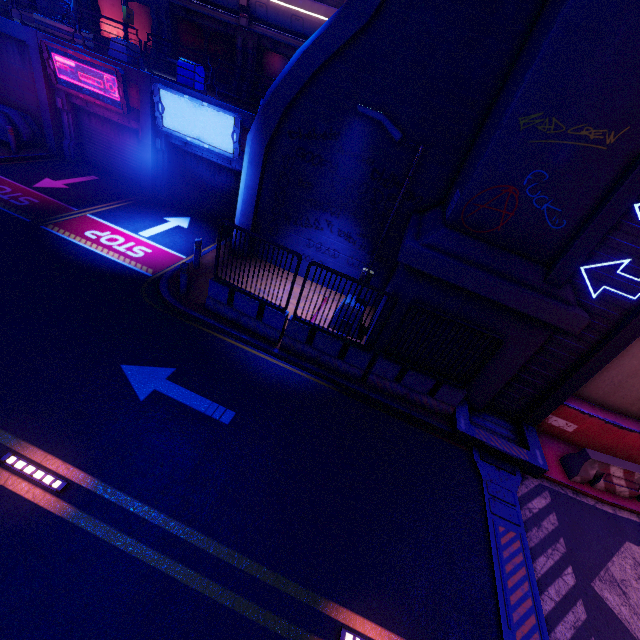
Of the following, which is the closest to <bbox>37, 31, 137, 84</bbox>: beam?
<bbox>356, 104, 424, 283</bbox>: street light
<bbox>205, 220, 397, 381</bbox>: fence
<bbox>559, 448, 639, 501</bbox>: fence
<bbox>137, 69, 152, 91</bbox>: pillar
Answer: <bbox>137, 69, 152, 91</bbox>: pillar

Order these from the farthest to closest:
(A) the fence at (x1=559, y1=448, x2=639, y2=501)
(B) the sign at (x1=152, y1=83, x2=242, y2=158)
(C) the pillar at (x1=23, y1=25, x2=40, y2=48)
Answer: (C) the pillar at (x1=23, y1=25, x2=40, y2=48) → (B) the sign at (x1=152, y1=83, x2=242, y2=158) → (A) the fence at (x1=559, y1=448, x2=639, y2=501)

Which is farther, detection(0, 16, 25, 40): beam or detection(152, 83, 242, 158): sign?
detection(0, 16, 25, 40): beam

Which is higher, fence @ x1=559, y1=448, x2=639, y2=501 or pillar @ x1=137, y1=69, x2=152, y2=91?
pillar @ x1=137, y1=69, x2=152, y2=91

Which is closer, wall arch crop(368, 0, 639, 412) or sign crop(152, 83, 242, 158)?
wall arch crop(368, 0, 639, 412)

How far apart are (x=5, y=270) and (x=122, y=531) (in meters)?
8.18

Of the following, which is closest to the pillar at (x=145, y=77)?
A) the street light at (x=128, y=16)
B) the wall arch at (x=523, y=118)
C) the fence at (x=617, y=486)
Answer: the street light at (x=128, y=16)

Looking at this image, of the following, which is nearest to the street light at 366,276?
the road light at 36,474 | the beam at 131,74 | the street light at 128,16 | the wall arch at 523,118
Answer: the wall arch at 523,118
